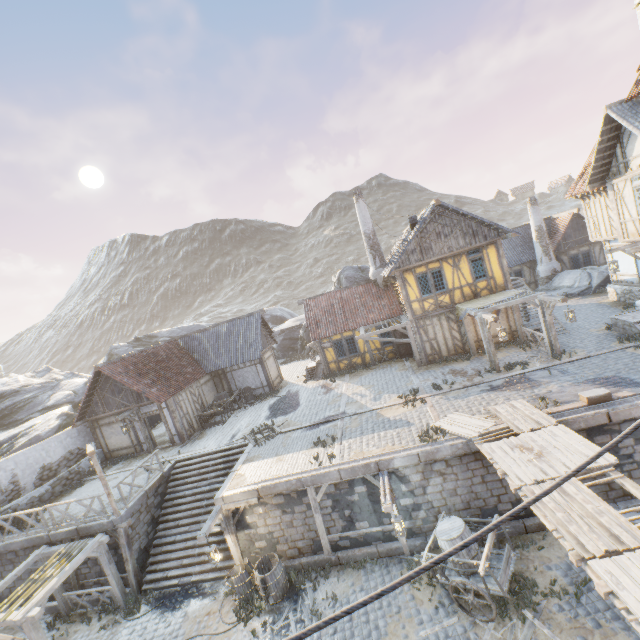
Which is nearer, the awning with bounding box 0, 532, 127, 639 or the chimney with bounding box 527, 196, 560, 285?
the awning with bounding box 0, 532, 127, 639

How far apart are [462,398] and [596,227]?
14.7 meters

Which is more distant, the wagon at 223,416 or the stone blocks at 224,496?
the wagon at 223,416

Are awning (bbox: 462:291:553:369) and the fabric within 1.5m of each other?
yes

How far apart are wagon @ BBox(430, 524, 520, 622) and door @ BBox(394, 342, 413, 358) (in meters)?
11.81

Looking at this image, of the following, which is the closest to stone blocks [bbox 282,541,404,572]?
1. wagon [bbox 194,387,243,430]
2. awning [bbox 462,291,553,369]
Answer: awning [bbox 462,291,553,369]

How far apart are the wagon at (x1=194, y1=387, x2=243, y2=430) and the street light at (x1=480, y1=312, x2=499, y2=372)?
15.6 meters

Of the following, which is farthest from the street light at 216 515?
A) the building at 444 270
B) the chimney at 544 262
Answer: the chimney at 544 262
